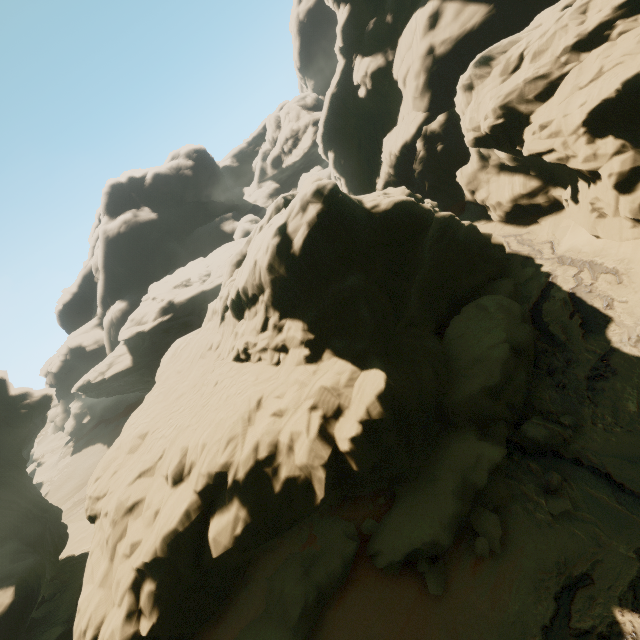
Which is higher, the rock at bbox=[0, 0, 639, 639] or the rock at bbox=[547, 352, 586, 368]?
the rock at bbox=[0, 0, 639, 639]

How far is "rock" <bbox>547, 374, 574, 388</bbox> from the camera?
11.72m

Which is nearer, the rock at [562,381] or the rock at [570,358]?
the rock at [562,381]

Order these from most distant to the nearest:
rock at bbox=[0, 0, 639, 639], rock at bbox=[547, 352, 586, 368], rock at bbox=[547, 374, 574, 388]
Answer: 1. rock at bbox=[547, 352, 586, 368]
2. rock at bbox=[547, 374, 574, 388]
3. rock at bbox=[0, 0, 639, 639]

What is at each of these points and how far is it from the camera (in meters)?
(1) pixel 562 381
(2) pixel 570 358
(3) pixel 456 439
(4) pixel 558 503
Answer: →
(1) rock, 12.04
(2) rock, 12.59
(3) rock, 11.73
(4) rock, 9.12
